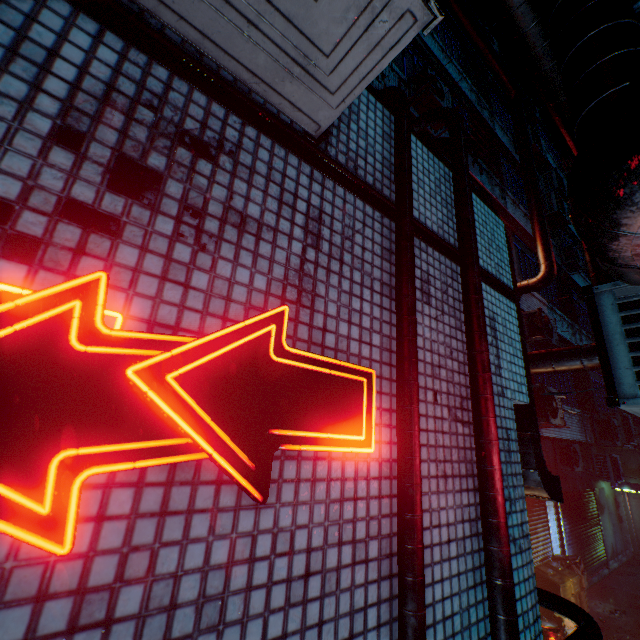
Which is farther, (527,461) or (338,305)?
(527,461)

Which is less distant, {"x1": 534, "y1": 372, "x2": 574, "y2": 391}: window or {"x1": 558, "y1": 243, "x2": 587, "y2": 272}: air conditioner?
{"x1": 534, "y1": 372, "x2": 574, "y2": 391}: window

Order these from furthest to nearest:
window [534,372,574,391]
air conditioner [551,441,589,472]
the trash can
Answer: air conditioner [551,441,589,472] < window [534,372,574,391] < the trash can

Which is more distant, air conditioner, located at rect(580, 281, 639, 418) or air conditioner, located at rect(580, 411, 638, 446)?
air conditioner, located at rect(580, 411, 638, 446)

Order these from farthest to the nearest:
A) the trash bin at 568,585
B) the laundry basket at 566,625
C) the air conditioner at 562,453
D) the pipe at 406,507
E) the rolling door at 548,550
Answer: the air conditioner at 562,453, the rolling door at 548,550, the trash bin at 568,585, the laundry basket at 566,625, the pipe at 406,507

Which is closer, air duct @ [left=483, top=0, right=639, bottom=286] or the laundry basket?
air duct @ [left=483, top=0, right=639, bottom=286]

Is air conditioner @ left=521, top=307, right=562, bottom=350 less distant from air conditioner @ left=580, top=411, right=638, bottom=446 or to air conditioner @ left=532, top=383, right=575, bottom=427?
air conditioner @ left=532, top=383, right=575, bottom=427

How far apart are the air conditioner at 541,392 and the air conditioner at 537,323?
0.9 meters
